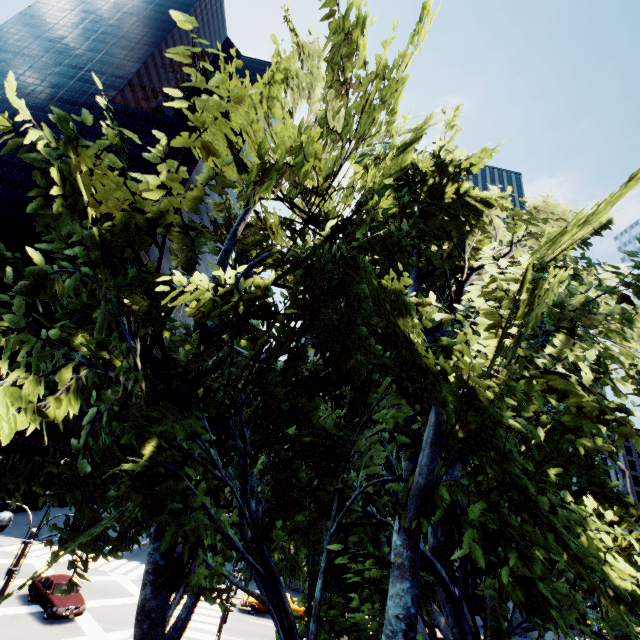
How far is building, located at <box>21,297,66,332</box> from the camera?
44.4m

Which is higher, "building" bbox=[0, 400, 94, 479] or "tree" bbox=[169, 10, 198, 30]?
"tree" bbox=[169, 10, 198, 30]

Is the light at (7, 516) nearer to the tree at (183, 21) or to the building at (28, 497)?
the tree at (183, 21)

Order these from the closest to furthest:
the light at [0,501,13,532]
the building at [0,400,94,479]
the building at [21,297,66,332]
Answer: the light at [0,501,13,532]
the building at [0,400,94,479]
the building at [21,297,66,332]

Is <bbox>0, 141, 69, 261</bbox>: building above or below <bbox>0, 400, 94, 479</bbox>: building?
above

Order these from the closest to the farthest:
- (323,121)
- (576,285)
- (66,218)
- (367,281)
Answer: (66,218)
(323,121)
(367,281)
(576,285)

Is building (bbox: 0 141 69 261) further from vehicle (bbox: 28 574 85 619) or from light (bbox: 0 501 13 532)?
light (bbox: 0 501 13 532)

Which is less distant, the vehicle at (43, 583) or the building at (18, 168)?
the vehicle at (43, 583)
